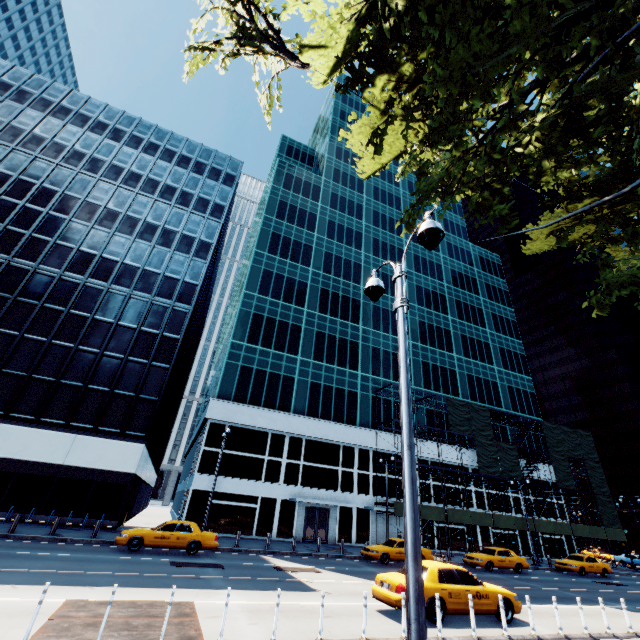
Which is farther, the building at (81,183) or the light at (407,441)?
the building at (81,183)

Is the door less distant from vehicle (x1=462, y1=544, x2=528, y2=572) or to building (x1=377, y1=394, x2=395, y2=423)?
building (x1=377, y1=394, x2=395, y2=423)

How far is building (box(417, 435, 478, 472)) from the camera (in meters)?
37.94

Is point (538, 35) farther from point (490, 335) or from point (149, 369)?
point (490, 335)

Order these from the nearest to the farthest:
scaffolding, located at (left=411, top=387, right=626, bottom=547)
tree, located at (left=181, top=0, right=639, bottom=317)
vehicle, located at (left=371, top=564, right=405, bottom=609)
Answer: tree, located at (left=181, top=0, right=639, bottom=317), vehicle, located at (left=371, top=564, right=405, bottom=609), scaffolding, located at (left=411, top=387, right=626, bottom=547)

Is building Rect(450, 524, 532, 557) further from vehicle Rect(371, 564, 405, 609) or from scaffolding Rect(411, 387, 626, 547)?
vehicle Rect(371, 564, 405, 609)

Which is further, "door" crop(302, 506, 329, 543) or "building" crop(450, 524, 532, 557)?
"building" crop(450, 524, 532, 557)

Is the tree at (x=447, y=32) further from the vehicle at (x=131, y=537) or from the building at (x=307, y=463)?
the building at (x=307, y=463)
